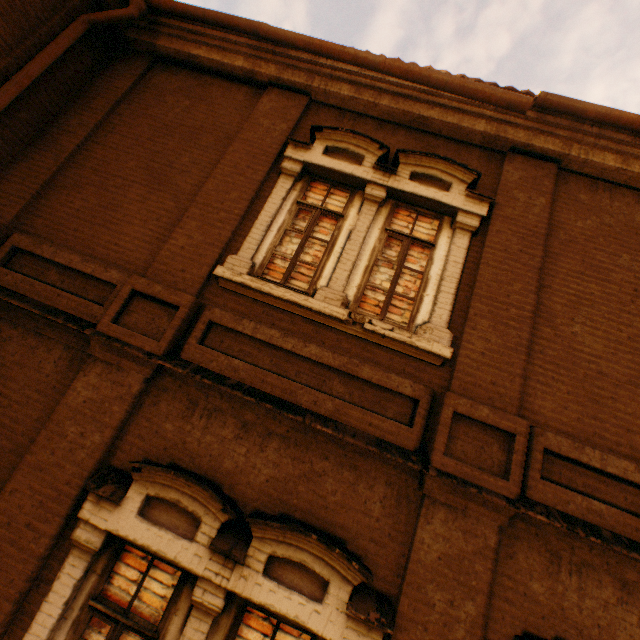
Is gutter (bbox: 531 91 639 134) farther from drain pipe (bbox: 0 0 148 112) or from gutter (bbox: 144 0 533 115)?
drain pipe (bbox: 0 0 148 112)

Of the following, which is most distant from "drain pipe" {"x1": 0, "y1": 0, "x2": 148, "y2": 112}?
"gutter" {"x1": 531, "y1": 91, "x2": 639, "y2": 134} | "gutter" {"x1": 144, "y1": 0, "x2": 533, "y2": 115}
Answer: "gutter" {"x1": 531, "y1": 91, "x2": 639, "y2": 134}

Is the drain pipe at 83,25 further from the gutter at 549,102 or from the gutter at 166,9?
the gutter at 549,102

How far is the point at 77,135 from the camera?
4.97m

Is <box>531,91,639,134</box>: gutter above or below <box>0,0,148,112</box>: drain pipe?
above
